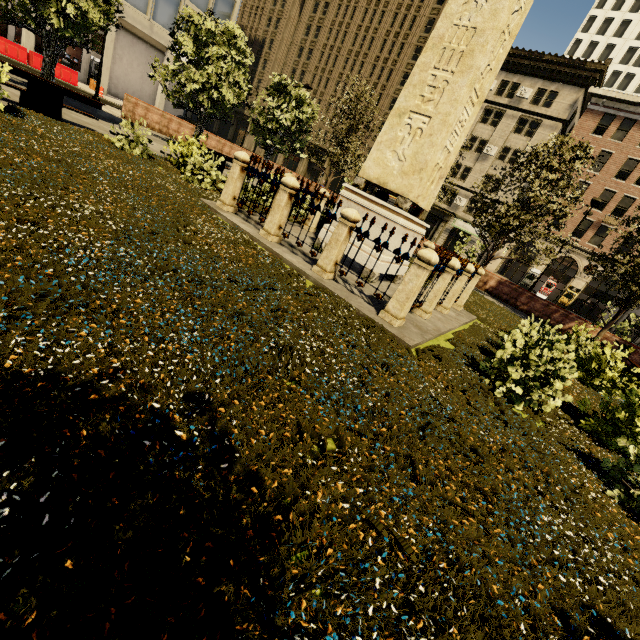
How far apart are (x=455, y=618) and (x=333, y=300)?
4.2m

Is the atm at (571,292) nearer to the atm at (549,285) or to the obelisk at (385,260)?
the atm at (549,285)

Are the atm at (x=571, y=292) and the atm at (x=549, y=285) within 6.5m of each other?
yes

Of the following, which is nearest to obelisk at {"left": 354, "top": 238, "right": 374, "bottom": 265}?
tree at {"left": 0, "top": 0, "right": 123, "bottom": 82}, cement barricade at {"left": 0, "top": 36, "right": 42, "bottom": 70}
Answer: tree at {"left": 0, "top": 0, "right": 123, "bottom": 82}

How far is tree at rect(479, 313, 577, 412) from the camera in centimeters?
472cm

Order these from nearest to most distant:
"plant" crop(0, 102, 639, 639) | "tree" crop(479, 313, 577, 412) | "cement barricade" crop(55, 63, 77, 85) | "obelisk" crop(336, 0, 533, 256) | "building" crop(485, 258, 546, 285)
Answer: "plant" crop(0, 102, 639, 639)
"tree" crop(479, 313, 577, 412)
"obelisk" crop(336, 0, 533, 256)
"cement barricade" crop(55, 63, 77, 85)
"building" crop(485, 258, 546, 285)

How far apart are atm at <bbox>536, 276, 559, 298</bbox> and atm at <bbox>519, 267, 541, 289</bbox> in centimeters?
79cm

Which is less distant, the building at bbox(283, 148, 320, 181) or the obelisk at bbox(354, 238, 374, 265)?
the obelisk at bbox(354, 238, 374, 265)
